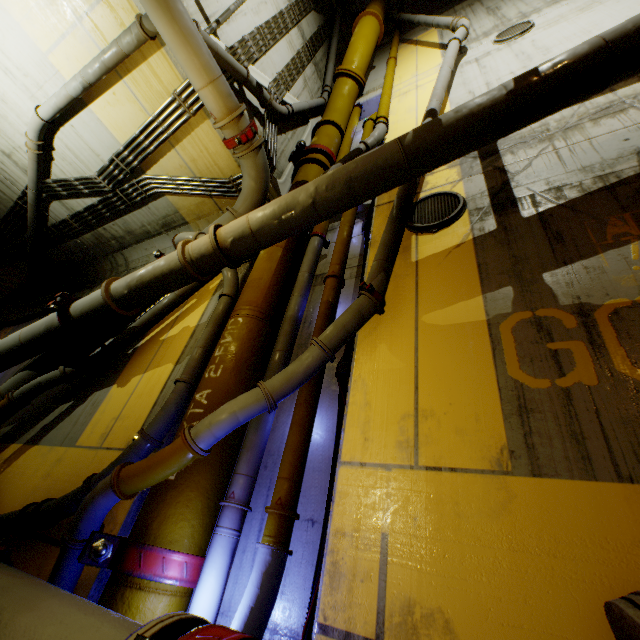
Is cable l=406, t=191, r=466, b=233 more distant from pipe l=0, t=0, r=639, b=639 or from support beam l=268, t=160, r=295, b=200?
support beam l=268, t=160, r=295, b=200

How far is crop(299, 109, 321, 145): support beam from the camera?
8.7m

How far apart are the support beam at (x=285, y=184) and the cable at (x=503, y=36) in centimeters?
534cm

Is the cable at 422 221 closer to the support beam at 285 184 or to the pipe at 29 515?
the pipe at 29 515

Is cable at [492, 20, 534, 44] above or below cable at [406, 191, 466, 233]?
above

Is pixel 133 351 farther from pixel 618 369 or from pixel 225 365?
pixel 618 369

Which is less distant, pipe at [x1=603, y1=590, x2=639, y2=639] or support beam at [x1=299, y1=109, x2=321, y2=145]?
pipe at [x1=603, y1=590, x2=639, y2=639]

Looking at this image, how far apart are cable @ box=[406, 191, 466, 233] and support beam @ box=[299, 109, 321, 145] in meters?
4.4
